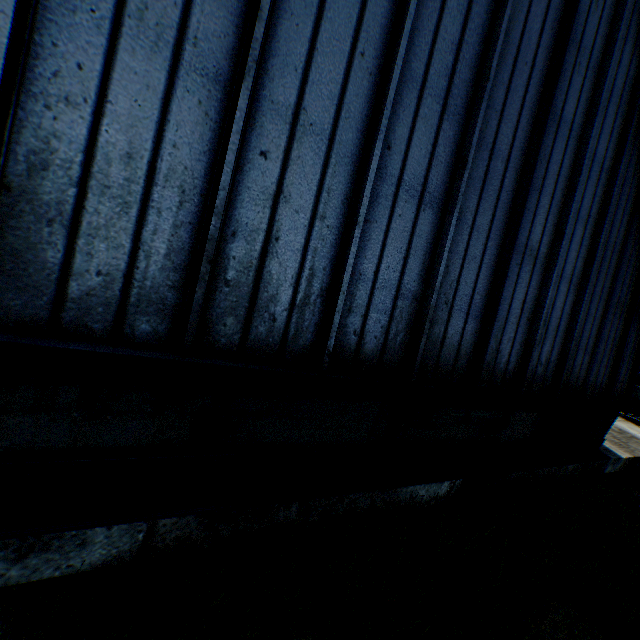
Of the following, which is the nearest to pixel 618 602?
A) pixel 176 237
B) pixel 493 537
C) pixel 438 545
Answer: pixel 493 537
